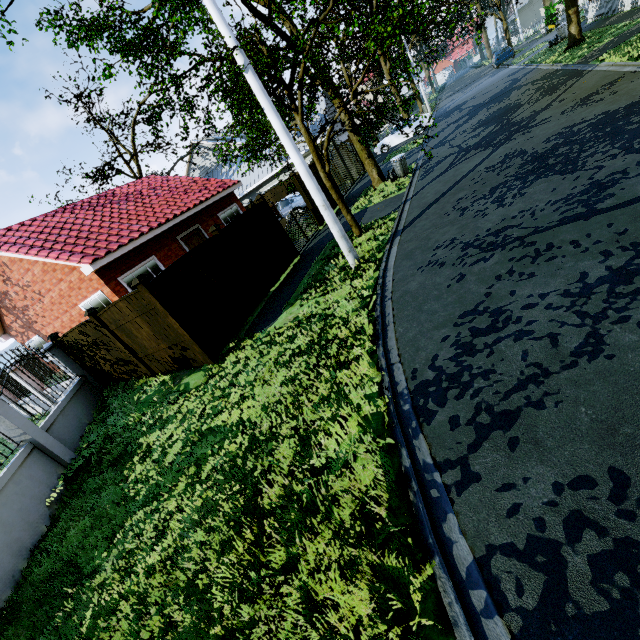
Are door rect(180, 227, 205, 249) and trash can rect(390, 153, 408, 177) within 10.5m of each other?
yes

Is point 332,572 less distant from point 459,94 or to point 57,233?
point 57,233

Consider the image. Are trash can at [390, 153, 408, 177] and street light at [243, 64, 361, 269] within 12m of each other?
yes

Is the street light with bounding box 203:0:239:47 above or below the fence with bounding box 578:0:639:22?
above

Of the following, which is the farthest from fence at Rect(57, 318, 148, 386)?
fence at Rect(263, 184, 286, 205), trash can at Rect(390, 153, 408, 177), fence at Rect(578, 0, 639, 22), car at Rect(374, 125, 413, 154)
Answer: car at Rect(374, 125, 413, 154)

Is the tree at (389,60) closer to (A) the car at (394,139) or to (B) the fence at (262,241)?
(B) the fence at (262,241)

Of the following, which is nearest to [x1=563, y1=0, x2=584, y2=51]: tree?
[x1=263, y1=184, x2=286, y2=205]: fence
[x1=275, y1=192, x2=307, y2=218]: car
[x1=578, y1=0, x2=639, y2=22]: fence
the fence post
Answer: [x1=578, y1=0, x2=639, y2=22]: fence

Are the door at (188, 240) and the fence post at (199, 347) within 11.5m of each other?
yes
